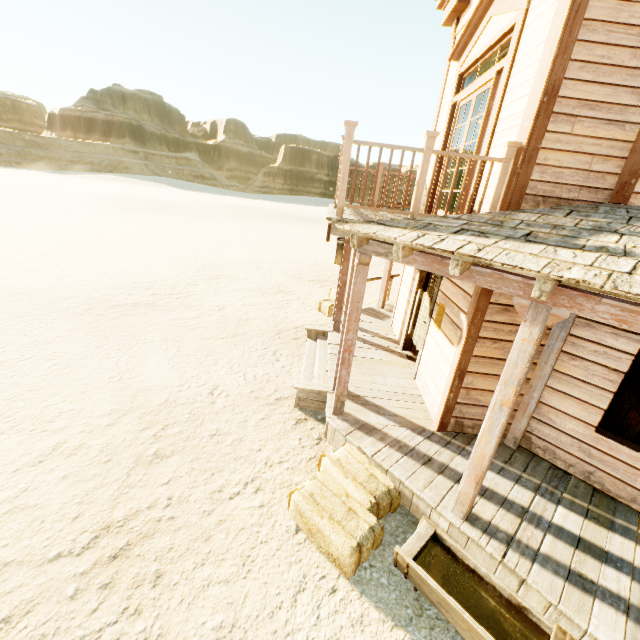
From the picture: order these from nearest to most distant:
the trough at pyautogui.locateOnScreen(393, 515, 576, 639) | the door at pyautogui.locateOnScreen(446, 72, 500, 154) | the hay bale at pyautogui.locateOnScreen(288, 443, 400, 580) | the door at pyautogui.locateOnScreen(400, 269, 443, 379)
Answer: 1. the trough at pyautogui.locateOnScreen(393, 515, 576, 639)
2. the hay bale at pyautogui.locateOnScreen(288, 443, 400, 580)
3. the door at pyautogui.locateOnScreen(446, 72, 500, 154)
4. the door at pyautogui.locateOnScreen(400, 269, 443, 379)

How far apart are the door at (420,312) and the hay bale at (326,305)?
2.49m

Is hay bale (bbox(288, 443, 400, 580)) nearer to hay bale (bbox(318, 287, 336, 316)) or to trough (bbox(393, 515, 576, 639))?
trough (bbox(393, 515, 576, 639))

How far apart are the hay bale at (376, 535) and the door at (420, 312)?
2.4m

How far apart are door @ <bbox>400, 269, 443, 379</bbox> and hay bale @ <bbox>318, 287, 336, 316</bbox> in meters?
2.5 m

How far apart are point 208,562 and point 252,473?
1.2m

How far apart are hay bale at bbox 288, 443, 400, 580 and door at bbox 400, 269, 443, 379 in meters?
2.4 m

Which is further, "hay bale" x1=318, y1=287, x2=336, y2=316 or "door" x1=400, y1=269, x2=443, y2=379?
"hay bale" x1=318, y1=287, x2=336, y2=316
